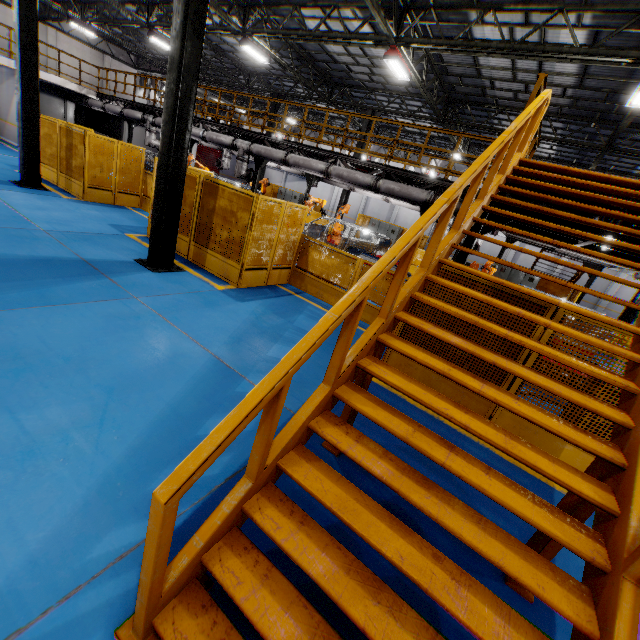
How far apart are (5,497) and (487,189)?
6.0 meters

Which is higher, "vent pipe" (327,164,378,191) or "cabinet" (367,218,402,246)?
"vent pipe" (327,164,378,191)

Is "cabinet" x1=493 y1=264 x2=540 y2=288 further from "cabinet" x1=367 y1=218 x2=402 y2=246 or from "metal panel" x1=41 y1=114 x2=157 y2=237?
"cabinet" x1=367 y1=218 x2=402 y2=246

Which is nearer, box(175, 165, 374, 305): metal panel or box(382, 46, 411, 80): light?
box(175, 165, 374, 305): metal panel

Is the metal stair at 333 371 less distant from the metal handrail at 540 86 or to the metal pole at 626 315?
the metal handrail at 540 86

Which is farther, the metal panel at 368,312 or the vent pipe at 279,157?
the vent pipe at 279,157

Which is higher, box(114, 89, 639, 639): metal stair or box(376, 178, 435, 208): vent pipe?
box(376, 178, 435, 208): vent pipe

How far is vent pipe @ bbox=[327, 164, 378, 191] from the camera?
10.8m
